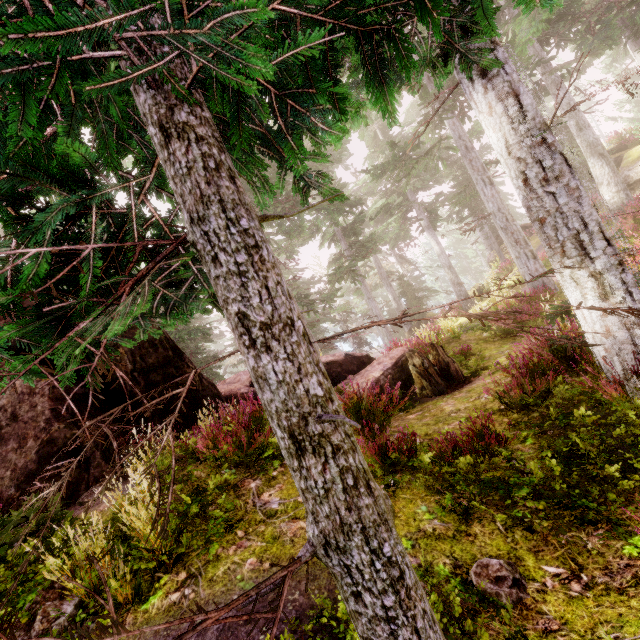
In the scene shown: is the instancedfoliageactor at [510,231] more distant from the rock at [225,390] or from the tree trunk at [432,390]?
the tree trunk at [432,390]

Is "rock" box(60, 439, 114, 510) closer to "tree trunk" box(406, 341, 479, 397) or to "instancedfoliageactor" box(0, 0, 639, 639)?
"instancedfoliageactor" box(0, 0, 639, 639)

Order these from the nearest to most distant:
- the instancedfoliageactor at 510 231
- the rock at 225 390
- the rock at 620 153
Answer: the instancedfoliageactor at 510 231 < the rock at 225 390 < the rock at 620 153

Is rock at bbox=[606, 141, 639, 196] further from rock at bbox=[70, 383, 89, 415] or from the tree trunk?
the tree trunk

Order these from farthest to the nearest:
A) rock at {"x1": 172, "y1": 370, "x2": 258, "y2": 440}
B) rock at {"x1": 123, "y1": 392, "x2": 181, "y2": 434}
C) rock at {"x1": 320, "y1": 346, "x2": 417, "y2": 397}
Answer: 1. rock at {"x1": 320, "y1": 346, "x2": 417, "y2": 397}
2. rock at {"x1": 172, "y1": 370, "x2": 258, "y2": 440}
3. rock at {"x1": 123, "y1": 392, "x2": 181, "y2": 434}

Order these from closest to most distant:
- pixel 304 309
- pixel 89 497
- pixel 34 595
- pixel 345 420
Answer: pixel 345 420, pixel 34 595, pixel 89 497, pixel 304 309

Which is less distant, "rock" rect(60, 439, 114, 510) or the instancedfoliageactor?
the instancedfoliageactor
